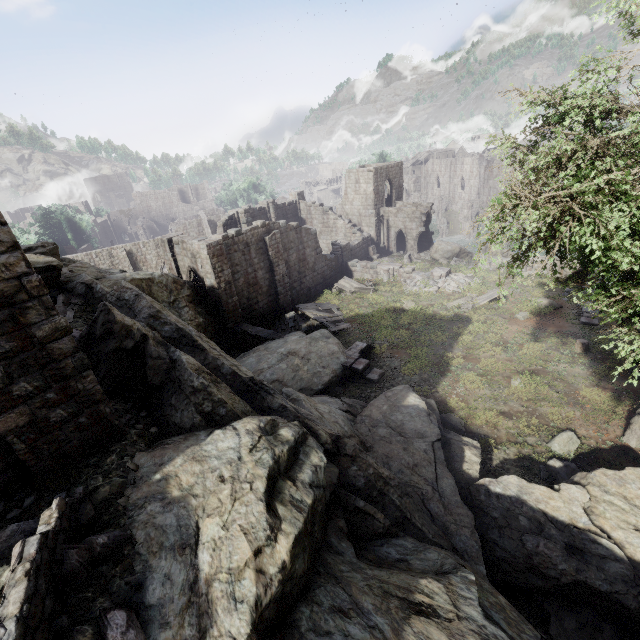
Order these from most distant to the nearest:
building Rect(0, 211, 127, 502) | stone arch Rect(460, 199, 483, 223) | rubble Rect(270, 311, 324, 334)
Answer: stone arch Rect(460, 199, 483, 223) < rubble Rect(270, 311, 324, 334) < building Rect(0, 211, 127, 502)

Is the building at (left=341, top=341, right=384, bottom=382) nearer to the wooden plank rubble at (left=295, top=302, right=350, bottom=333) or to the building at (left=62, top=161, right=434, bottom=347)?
the wooden plank rubble at (left=295, top=302, right=350, bottom=333)

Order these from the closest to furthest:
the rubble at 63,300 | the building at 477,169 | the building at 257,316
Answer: the rubble at 63,300
the building at 257,316
the building at 477,169

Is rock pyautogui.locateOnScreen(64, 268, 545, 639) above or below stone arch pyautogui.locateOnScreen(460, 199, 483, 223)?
above

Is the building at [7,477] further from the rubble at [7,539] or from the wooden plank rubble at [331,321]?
the wooden plank rubble at [331,321]

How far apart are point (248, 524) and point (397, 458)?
6.6m

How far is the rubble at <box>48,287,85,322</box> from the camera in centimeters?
1144cm

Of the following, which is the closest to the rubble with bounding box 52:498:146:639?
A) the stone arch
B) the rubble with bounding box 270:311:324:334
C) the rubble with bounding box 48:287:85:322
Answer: the rubble with bounding box 48:287:85:322
